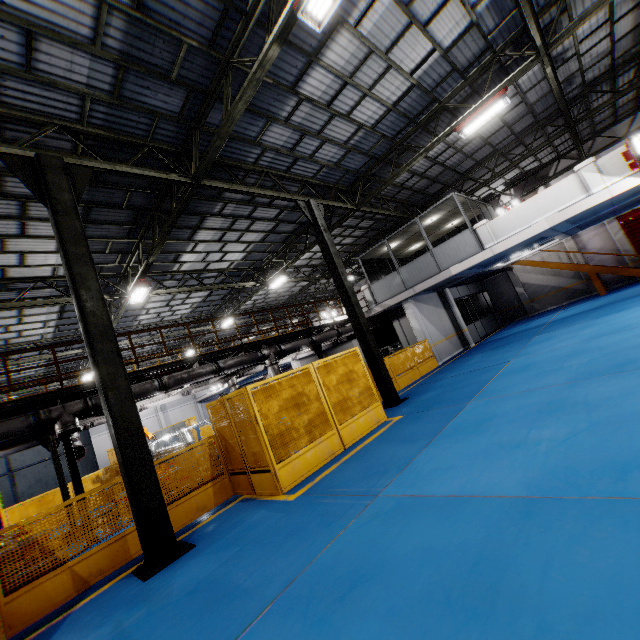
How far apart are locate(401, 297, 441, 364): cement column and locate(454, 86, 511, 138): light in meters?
7.7 m

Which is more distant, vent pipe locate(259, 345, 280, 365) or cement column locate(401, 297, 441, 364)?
cement column locate(401, 297, 441, 364)

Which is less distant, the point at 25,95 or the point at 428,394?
the point at 25,95

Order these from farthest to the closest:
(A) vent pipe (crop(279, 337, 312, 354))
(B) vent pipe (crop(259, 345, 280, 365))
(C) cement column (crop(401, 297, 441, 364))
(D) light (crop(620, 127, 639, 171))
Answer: (C) cement column (crop(401, 297, 441, 364)) → (A) vent pipe (crop(279, 337, 312, 354)) → (B) vent pipe (crop(259, 345, 280, 365)) → (D) light (crop(620, 127, 639, 171))

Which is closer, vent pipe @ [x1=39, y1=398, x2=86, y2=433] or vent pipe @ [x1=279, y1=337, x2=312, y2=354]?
vent pipe @ [x1=39, y1=398, x2=86, y2=433]

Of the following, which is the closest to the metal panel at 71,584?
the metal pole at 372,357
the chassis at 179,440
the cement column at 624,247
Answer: the metal pole at 372,357

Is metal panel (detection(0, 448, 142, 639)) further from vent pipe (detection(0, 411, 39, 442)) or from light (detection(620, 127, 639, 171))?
light (detection(620, 127, 639, 171))

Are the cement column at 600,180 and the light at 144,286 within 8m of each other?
no
